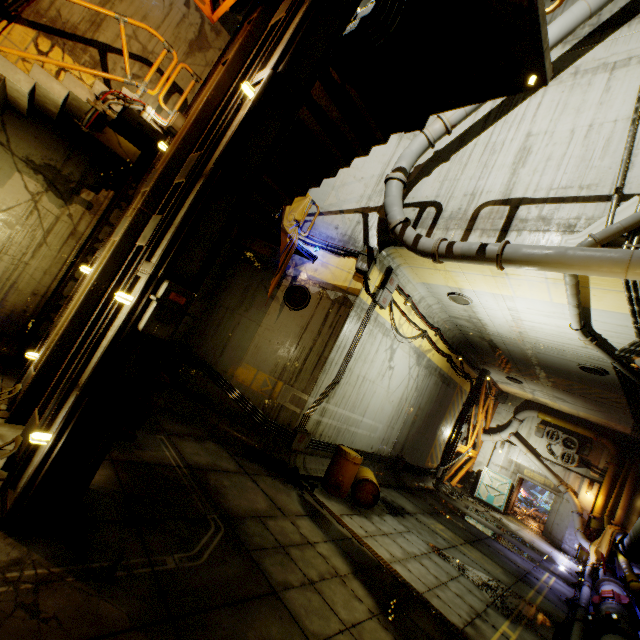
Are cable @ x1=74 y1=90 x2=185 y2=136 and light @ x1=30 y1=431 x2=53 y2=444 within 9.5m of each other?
yes

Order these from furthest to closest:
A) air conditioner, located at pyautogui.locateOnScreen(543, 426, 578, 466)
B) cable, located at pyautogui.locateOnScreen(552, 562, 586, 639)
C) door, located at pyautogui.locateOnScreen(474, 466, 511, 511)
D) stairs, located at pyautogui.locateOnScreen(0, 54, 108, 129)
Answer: door, located at pyautogui.locateOnScreen(474, 466, 511, 511), air conditioner, located at pyautogui.locateOnScreen(543, 426, 578, 466), cable, located at pyautogui.locateOnScreen(552, 562, 586, 639), stairs, located at pyautogui.locateOnScreen(0, 54, 108, 129)

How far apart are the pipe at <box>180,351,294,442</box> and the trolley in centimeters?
260cm

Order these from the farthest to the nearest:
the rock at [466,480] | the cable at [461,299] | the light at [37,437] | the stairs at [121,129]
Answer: the rock at [466,480] < the cable at [461,299] < the stairs at [121,129] < the light at [37,437]

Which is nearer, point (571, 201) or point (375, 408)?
point (571, 201)

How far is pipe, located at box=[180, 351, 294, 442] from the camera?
9.0 meters

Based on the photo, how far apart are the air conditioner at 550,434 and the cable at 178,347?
21.0m

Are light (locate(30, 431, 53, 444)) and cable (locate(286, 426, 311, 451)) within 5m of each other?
no
